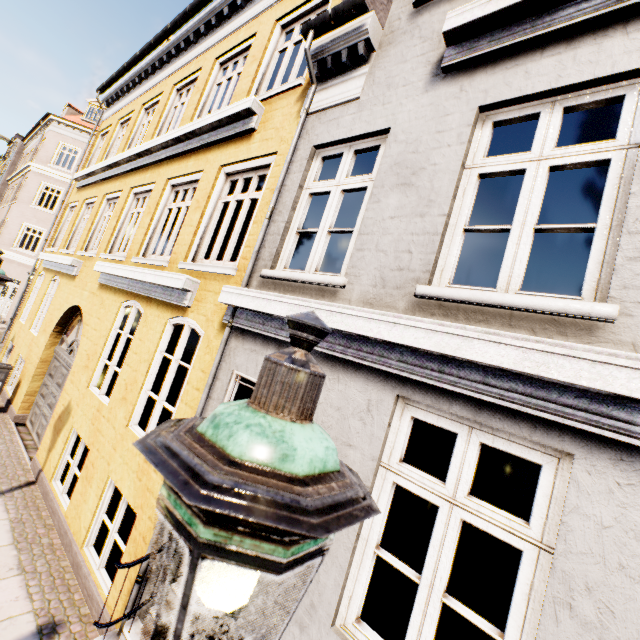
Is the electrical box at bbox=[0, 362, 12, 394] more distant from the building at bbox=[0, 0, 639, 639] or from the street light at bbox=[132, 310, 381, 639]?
the building at bbox=[0, 0, 639, 639]

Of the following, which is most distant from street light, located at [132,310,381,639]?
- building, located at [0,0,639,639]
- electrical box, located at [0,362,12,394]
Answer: building, located at [0,0,639,639]

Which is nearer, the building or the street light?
the street light

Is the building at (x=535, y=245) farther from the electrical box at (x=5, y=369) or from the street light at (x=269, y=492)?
the electrical box at (x=5, y=369)

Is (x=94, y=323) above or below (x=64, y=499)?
above

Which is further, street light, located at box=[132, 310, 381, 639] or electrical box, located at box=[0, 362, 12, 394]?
electrical box, located at box=[0, 362, 12, 394]

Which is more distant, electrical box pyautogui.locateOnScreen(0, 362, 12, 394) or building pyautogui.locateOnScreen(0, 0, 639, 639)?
electrical box pyautogui.locateOnScreen(0, 362, 12, 394)
